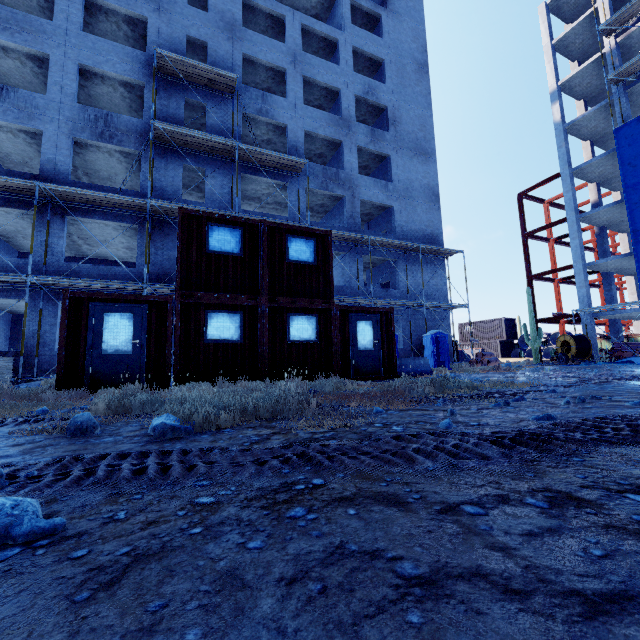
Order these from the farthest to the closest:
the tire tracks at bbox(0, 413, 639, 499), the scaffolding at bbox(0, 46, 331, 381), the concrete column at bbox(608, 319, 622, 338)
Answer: the concrete column at bbox(608, 319, 622, 338) < the scaffolding at bbox(0, 46, 331, 381) < the tire tracks at bbox(0, 413, 639, 499)

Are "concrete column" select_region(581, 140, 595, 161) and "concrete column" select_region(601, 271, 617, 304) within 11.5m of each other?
yes

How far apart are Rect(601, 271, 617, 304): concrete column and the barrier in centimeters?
2400cm

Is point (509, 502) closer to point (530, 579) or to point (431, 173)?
point (530, 579)

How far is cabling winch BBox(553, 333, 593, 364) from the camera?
21.4 meters

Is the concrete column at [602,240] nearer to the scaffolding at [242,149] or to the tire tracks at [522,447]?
the scaffolding at [242,149]

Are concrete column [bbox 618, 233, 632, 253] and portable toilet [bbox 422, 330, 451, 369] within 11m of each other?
no

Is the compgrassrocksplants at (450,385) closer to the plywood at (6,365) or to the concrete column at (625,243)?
the plywood at (6,365)
